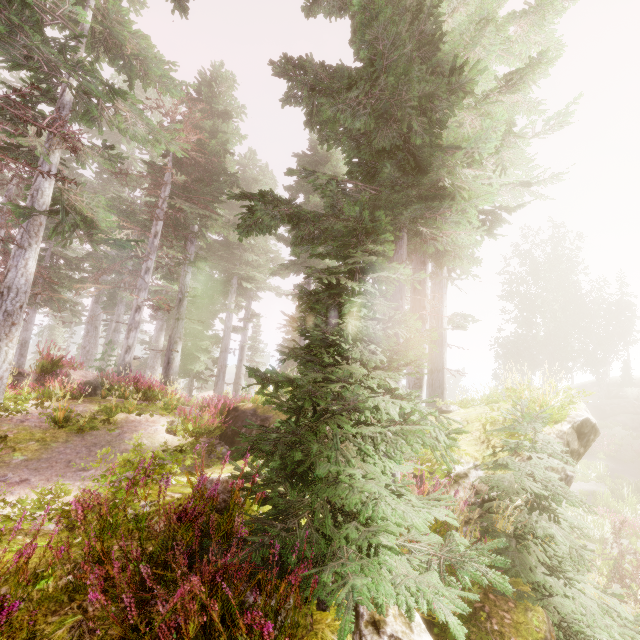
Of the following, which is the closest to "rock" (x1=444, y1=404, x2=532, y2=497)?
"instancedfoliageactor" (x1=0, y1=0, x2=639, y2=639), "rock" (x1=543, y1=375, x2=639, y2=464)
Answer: "instancedfoliageactor" (x1=0, y1=0, x2=639, y2=639)

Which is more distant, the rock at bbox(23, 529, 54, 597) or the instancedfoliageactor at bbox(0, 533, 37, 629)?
the rock at bbox(23, 529, 54, 597)

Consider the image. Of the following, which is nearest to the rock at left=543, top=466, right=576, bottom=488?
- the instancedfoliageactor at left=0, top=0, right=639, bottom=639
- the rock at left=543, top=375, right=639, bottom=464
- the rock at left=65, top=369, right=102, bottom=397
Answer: the instancedfoliageactor at left=0, top=0, right=639, bottom=639

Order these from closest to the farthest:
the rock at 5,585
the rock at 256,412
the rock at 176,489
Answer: the rock at 5,585 < the rock at 176,489 < the rock at 256,412

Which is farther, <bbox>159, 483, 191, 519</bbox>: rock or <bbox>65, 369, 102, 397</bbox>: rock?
<bbox>65, 369, 102, 397</bbox>: rock

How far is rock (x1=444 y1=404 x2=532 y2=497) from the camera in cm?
546

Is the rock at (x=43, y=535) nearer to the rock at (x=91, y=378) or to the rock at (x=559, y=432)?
the rock at (x=91, y=378)

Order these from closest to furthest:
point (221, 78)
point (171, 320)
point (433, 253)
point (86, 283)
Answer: point (433, 253) < point (86, 283) < point (221, 78) < point (171, 320)
